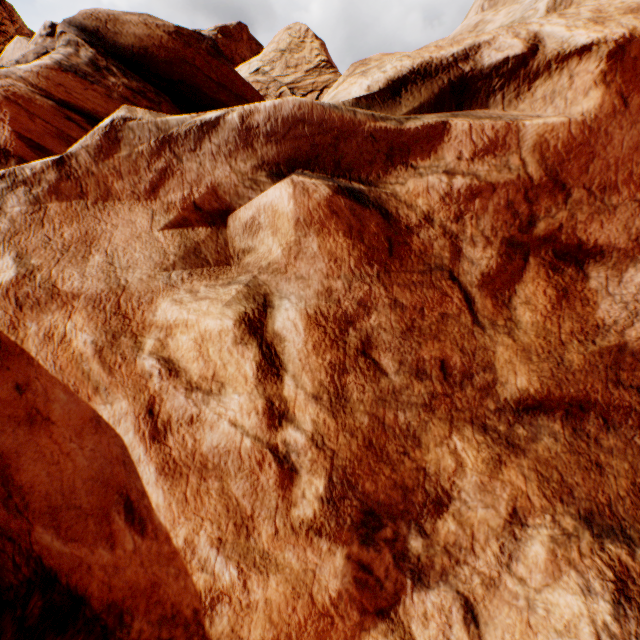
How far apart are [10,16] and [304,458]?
43.3 meters
